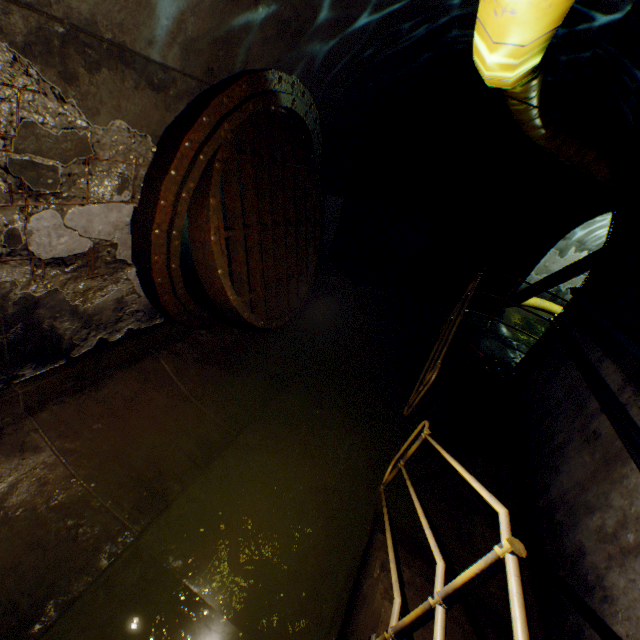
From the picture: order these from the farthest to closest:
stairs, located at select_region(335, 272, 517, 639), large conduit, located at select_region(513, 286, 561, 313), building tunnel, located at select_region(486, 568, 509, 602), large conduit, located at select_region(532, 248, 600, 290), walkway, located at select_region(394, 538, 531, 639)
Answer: large conduit, located at select_region(513, 286, 561, 313)
large conduit, located at select_region(532, 248, 600, 290)
building tunnel, located at select_region(486, 568, 509, 602)
stairs, located at select_region(335, 272, 517, 639)
walkway, located at select_region(394, 538, 531, 639)

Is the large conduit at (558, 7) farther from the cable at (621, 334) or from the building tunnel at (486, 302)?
the cable at (621, 334)

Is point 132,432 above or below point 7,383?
below

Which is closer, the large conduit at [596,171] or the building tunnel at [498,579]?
the building tunnel at [498,579]

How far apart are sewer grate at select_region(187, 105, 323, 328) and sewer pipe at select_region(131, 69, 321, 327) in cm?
1

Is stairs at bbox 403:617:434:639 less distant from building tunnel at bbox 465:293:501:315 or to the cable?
building tunnel at bbox 465:293:501:315

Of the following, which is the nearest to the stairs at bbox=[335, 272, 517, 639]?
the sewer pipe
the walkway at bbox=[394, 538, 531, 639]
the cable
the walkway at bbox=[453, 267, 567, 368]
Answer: the walkway at bbox=[394, 538, 531, 639]

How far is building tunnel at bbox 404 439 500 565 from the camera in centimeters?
332cm
